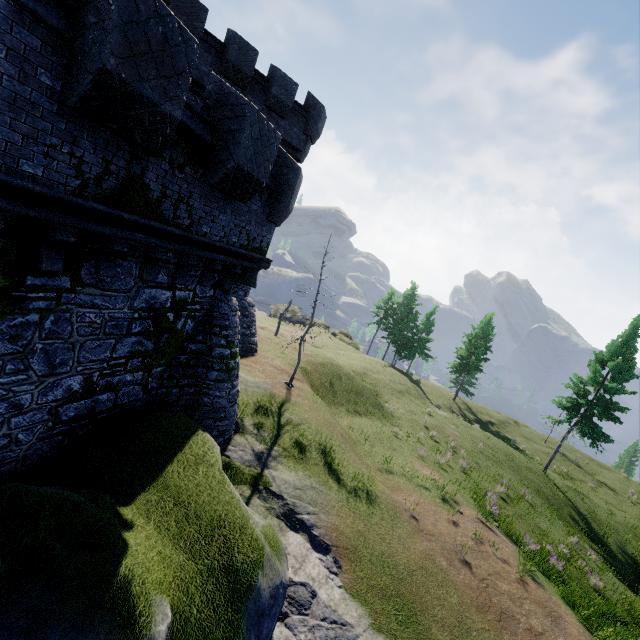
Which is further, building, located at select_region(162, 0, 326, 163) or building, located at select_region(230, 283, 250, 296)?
building, located at select_region(230, 283, 250, 296)

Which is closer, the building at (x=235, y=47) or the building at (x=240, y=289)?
the building at (x=235, y=47)

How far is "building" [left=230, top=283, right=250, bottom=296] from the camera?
20.2 meters

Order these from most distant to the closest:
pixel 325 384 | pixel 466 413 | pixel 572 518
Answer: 1. pixel 466 413
2. pixel 572 518
3. pixel 325 384

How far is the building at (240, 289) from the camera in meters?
20.2

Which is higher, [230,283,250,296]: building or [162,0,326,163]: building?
[162,0,326,163]: building
